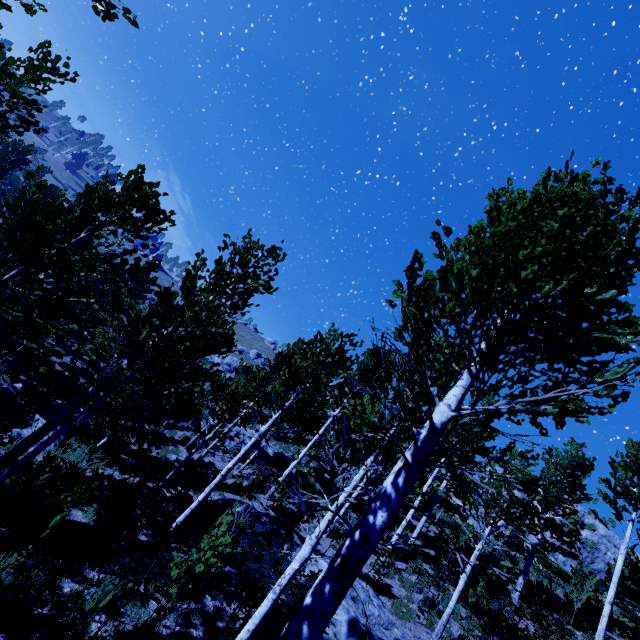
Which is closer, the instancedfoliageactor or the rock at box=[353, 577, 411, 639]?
the instancedfoliageactor

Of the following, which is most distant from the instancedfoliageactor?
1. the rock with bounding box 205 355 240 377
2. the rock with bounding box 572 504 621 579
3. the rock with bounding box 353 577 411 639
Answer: the rock with bounding box 205 355 240 377

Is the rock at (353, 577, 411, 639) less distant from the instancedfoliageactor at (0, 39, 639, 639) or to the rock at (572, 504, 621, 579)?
the instancedfoliageactor at (0, 39, 639, 639)

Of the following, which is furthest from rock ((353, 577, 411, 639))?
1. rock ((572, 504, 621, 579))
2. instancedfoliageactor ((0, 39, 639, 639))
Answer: rock ((572, 504, 621, 579))

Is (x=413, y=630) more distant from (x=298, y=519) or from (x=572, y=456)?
(x=572, y=456)

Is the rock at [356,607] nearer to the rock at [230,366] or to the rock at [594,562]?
the rock at [594,562]

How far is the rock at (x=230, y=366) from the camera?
46.2m
